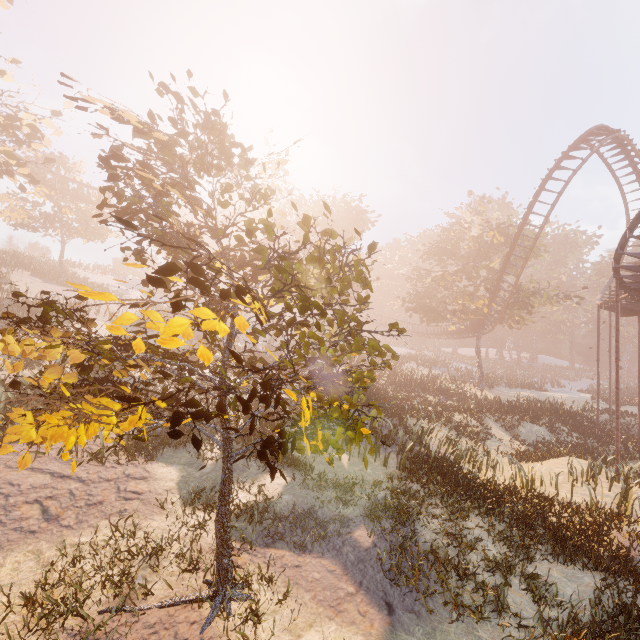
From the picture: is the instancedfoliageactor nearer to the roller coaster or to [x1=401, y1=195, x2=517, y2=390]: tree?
the roller coaster

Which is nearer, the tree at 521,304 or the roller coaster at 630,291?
the roller coaster at 630,291

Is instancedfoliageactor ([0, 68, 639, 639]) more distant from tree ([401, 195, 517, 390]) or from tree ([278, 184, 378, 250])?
tree ([401, 195, 517, 390])

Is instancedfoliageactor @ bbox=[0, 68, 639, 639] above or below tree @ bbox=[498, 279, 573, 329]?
below

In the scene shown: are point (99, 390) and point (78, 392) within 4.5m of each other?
A: yes

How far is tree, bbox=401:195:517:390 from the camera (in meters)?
32.62

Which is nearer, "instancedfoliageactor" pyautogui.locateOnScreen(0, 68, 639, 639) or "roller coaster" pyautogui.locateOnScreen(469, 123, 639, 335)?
"instancedfoliageactor" pyautogui.locateOnScreen(0, 68, 639, 639)

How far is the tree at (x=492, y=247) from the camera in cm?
3262
